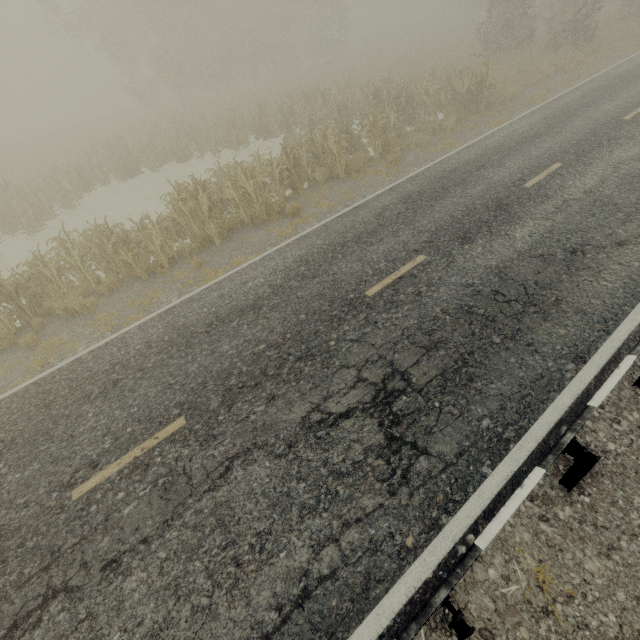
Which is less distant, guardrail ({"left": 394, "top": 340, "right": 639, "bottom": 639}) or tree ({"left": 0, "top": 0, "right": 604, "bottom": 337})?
guardrail ({"left": 394, "top": 340, "right": 639, "bottom": 639})

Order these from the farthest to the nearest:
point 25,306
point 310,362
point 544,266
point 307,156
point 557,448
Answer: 1. point 307,156
2. point 25,306
3. point 544,266
4. point 310,362
5. point 557,448

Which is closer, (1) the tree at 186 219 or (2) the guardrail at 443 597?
(2) the guardrail at 443 597
